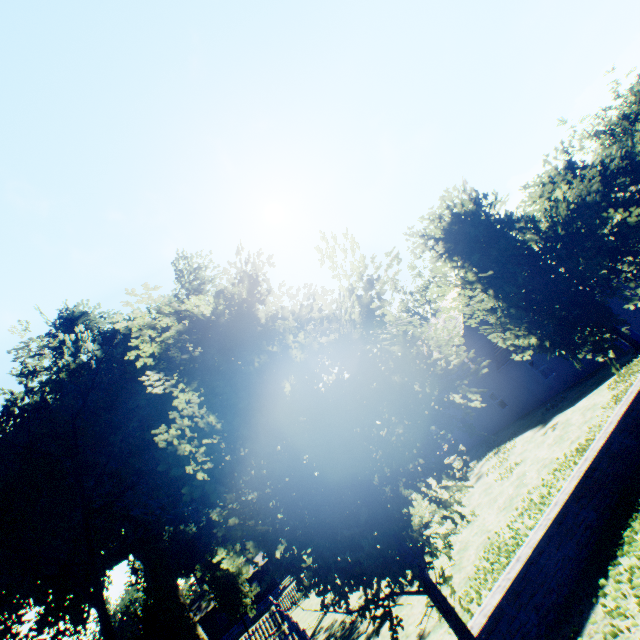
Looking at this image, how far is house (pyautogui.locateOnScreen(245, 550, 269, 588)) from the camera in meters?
43.6

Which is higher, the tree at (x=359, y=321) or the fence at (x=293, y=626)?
the tree at (x=359, y=321)

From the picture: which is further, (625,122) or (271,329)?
(625,122)

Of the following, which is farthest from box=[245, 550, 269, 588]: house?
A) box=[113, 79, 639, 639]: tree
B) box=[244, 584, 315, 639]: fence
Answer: box=[113, 79, 639, 639]: tree

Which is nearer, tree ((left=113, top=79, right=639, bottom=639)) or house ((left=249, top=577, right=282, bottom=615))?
tree ((left=113, top=79, right=639, bottom=639))

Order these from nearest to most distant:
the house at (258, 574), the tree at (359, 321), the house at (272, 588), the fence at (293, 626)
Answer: the tree at (359, 321), the fence at (293, 626), the house at (272, 588), the house at (258, 574)
